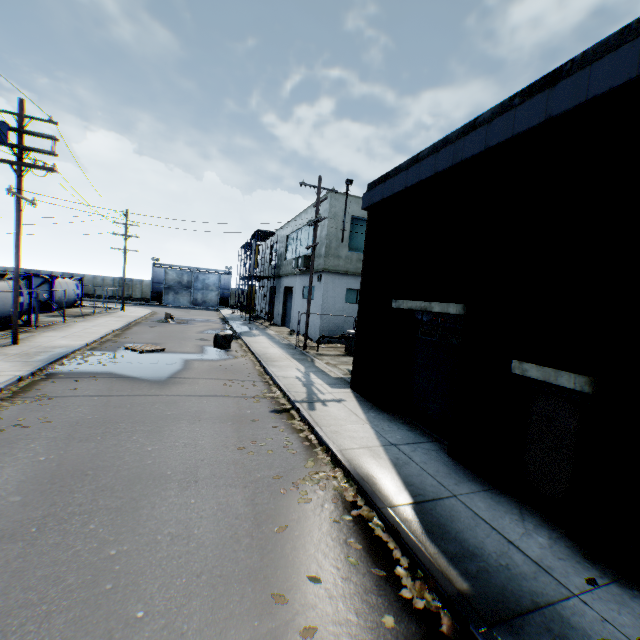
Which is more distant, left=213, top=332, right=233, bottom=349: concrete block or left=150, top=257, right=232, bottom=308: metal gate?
left=150, top=257, right=232, bottom=308: metal gate

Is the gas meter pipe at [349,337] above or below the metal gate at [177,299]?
above

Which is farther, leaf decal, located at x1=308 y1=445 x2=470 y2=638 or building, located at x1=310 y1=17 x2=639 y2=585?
building, located at x1=310 y1=17 x2=639 y2=585

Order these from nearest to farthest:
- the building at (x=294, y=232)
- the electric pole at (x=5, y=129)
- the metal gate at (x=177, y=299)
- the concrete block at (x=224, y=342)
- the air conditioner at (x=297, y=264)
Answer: the electric pole at (x=5, y=129), the concrete block at (x=224, y=342), the air conditioner at (x=297, y=264), the building at (x=294, y=232), the metal gate at (x=177, y=299)

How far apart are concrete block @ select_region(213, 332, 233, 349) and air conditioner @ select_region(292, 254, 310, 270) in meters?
7.3 m

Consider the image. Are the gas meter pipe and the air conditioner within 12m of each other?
yes

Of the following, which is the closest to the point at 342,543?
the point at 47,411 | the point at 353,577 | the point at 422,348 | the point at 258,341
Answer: the point at 353,577

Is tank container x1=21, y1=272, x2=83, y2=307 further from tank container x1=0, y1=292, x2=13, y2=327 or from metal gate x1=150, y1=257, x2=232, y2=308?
metal gate x1=150, y1=257, x2=232, y2=308
